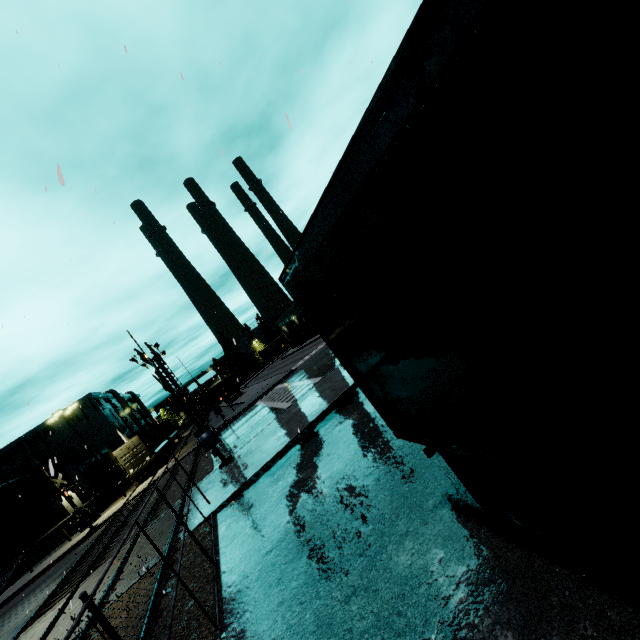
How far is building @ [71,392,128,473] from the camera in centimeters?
5182cm

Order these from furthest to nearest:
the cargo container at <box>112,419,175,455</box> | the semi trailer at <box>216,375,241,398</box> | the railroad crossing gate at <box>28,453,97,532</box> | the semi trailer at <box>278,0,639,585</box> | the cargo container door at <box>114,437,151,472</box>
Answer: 1. the semi trailer at <box>216,375,241,398</box>
2. the cargo container at <box>112,419,175,455</box>
3. the cargo container door at <box>114,437,151,472</box>
4. the railroad crossing gate at <box>28,453,97,532</box>
5. the semi trailer at <box>278,0,639,585</box>

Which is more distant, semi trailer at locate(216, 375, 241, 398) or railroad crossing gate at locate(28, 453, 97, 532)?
semi trailer at locate(216, 375, 241, 398)

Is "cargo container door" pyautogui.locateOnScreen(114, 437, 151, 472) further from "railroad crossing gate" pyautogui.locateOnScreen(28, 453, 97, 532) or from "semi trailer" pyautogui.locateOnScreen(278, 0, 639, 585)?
"railroad crossing gate" pyautogui.locateOnScreen(28, 453, 97, 532)

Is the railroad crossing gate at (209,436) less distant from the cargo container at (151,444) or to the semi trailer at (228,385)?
the semi trailer at (228,385)

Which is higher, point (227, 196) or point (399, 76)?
point (227, 196)

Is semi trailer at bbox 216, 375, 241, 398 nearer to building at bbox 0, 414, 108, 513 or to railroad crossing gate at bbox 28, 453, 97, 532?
building at bbox 0, 414, 108, 513

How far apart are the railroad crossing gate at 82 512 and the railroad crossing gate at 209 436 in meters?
13.6 m
